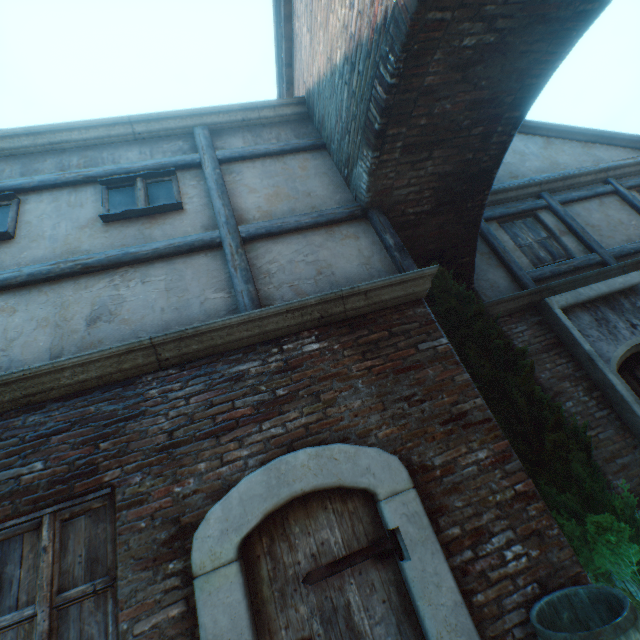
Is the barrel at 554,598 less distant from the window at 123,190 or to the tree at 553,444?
the tree at 553,444

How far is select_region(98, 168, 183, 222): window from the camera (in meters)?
4.16

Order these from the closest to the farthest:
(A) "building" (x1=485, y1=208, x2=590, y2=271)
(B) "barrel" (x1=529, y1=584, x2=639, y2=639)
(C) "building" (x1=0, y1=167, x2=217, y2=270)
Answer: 1. (B) "barrel" (x1=529, y1=584, x2=639, y2=639)
2. (C) "building" (x1=0, y1=167, x2=217, y2=270)
3. (A) "building" (x1=485, y1=208, x2=590, y2=271)

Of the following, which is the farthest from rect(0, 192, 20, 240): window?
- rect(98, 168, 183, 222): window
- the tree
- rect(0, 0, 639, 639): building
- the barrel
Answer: the barrel

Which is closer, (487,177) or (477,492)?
(477,492)

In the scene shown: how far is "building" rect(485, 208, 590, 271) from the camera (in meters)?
6.45

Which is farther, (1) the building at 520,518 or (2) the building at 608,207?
(2) the building at 608,207

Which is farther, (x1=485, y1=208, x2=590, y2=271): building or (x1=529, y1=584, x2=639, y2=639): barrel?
(x1=485, y1=208, x2=590, y2=271): building
